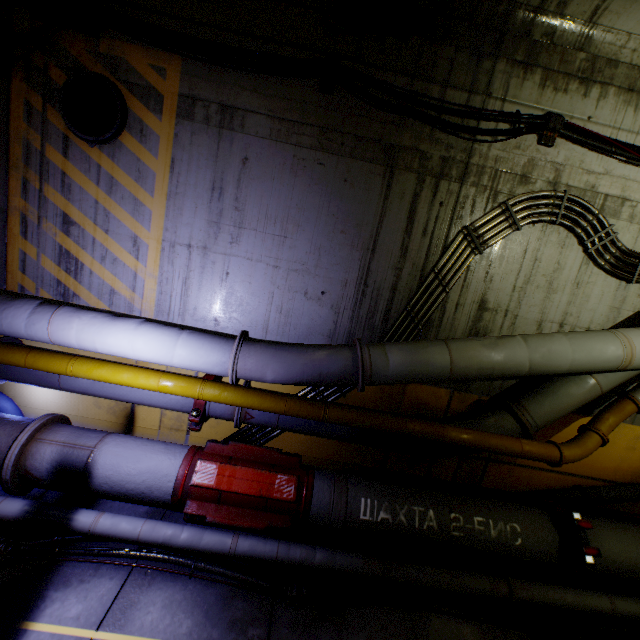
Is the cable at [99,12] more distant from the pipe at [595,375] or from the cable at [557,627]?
the cable at [557,627]

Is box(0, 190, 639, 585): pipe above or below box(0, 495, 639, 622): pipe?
above

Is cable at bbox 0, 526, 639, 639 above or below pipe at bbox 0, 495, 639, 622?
below

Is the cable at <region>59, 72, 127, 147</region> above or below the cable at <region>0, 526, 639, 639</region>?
above

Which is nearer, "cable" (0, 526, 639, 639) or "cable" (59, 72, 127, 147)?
"cable" (0, 526, 639, 639)

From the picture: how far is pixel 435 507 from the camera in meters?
4.1

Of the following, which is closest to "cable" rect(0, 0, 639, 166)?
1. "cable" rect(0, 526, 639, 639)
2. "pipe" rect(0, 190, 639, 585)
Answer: "pipe" rect(0, 190, 639, 585)
